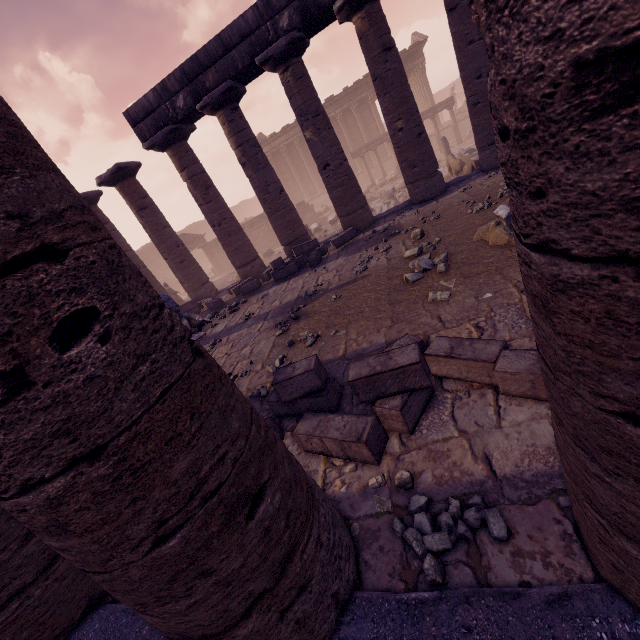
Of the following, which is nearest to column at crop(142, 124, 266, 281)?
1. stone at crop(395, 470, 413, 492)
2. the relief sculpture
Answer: stone at crop(395, 470, 413, 492)

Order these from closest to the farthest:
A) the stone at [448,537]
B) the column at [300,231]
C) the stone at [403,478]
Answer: the stone at [448,537], the stone at [403,478], the column at [300,231]

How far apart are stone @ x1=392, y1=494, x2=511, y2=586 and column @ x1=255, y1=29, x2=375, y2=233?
9.1m

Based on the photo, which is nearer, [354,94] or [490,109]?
[490,109]

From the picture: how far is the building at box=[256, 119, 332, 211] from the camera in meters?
28.7

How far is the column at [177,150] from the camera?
10.3 meters

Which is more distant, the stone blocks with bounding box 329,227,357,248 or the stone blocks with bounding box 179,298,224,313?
the stone blocks with bounding box 179,298,224,313
